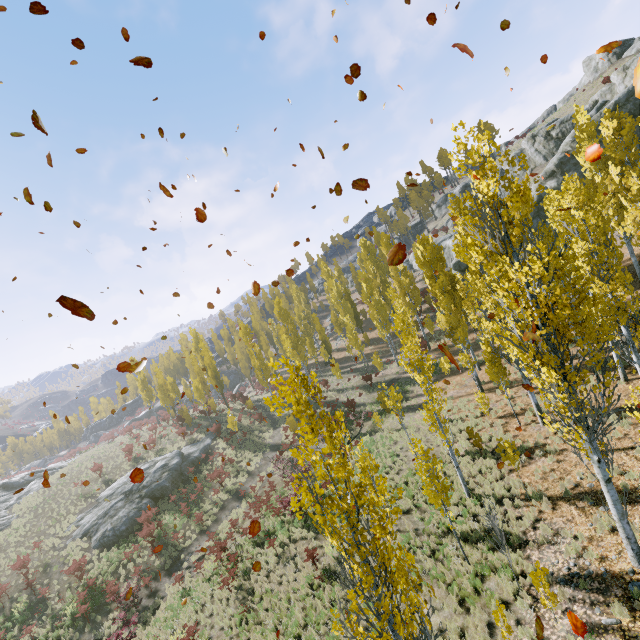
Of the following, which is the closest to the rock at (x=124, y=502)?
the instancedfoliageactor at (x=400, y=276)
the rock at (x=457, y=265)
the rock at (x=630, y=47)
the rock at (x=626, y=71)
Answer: the instancedfoliageactor at (x=400, y=276)

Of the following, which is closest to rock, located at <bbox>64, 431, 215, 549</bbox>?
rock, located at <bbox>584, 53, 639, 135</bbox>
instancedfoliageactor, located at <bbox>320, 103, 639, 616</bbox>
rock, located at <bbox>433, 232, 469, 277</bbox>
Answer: instancedfoliageactor, located at <bbox>320, 103, 639, 616</bbox>

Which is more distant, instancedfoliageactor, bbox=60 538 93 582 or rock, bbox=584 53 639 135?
rock, bbox=584 53 639 135

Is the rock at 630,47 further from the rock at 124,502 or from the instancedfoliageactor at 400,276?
the rock at 124,502

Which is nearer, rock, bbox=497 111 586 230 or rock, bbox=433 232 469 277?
rock, bbox=497 111 586 230

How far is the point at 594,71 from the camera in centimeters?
5884cm

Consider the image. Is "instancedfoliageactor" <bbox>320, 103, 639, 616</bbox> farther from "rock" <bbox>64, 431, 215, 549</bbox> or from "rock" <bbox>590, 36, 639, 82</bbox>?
"rock" <bbox>590, 36, 639, 82</bbox>

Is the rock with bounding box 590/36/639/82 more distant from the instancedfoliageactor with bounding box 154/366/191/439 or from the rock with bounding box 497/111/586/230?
the instancedfoliageactor with bounding box 154/366/191/439
